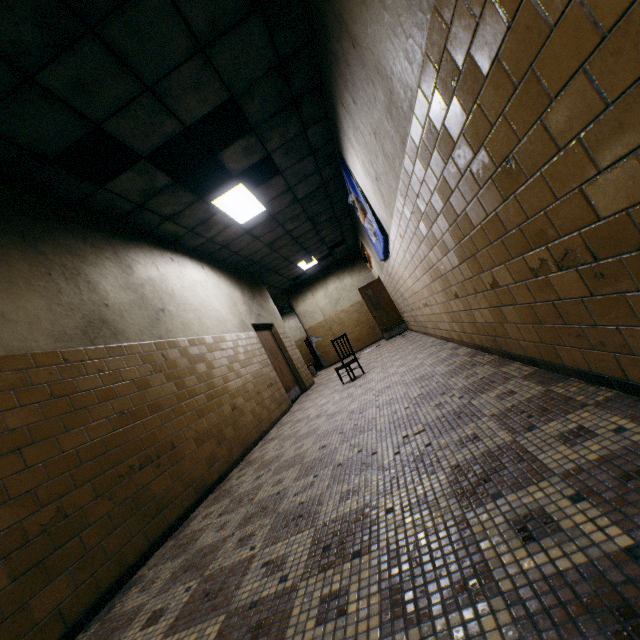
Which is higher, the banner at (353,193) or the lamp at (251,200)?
the lamp at (251,200)

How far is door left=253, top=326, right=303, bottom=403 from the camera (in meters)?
8.17

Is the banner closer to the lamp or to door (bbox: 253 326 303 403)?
the lamp

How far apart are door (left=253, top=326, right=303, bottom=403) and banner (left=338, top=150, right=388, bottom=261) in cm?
357

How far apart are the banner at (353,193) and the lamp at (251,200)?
1.69m

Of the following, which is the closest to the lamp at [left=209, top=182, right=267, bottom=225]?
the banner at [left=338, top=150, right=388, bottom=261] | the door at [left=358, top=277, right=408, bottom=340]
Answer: the banner at [left=338, top=150, right=388, bottom=261]

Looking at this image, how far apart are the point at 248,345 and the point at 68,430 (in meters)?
4.34

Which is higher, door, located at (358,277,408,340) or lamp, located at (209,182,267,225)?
lamp, located at (209,182,267,225)
